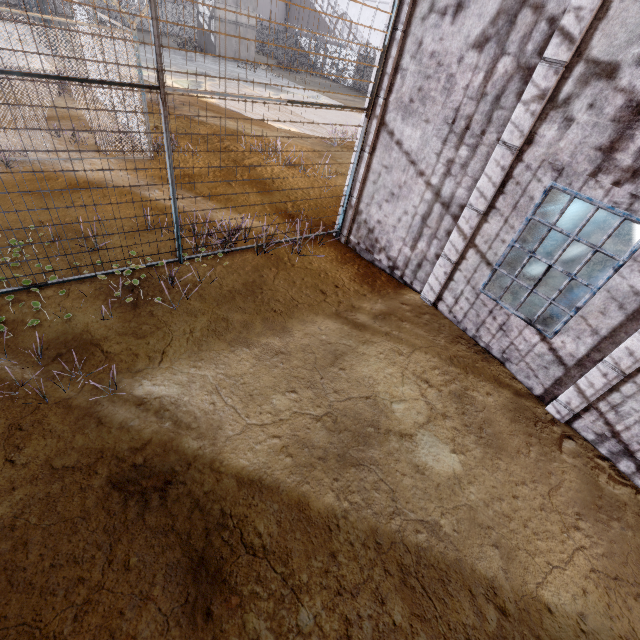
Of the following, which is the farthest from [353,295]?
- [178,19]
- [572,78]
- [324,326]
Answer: [178,19]

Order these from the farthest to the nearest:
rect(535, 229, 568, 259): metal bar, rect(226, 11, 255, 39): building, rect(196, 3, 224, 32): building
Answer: rect(226, 11, 255, 39): building → rect(196, 3, 224, 32): building → rect(535, 229, 568, 259): metal bar

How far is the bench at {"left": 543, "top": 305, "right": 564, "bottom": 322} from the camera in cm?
675

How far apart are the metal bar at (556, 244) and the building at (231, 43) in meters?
33.9 m

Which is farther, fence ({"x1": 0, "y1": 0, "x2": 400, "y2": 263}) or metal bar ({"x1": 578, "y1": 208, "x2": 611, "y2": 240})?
metal bar ({"x1": 578, "y1": 208, "x2": 611, "y2": 240})

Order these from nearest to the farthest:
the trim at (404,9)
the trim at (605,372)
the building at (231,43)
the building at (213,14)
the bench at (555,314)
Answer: the trim at (605,372) < the trim at (404,9) < the bench at (555,314) < the building at (213,14) < the building at (231,43)

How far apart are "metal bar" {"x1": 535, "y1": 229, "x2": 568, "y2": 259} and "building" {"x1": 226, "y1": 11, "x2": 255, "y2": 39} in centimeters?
3387cm

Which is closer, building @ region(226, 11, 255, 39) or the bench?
the bench
